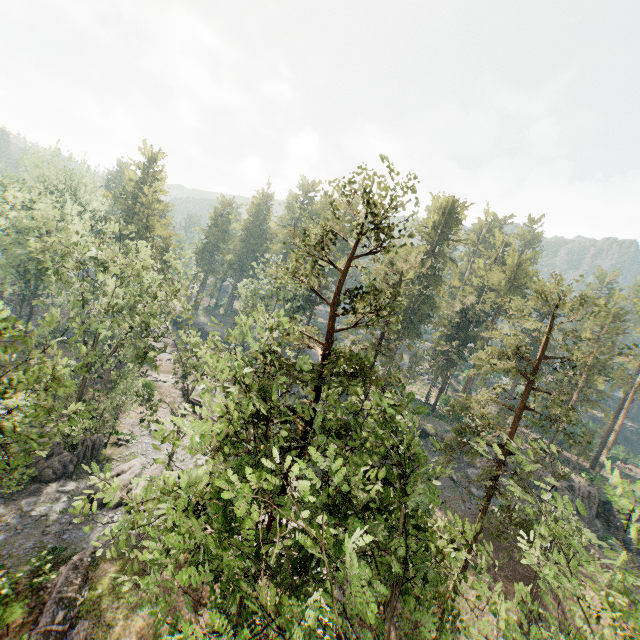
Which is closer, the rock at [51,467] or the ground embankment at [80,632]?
the ground embankment at [80,632]

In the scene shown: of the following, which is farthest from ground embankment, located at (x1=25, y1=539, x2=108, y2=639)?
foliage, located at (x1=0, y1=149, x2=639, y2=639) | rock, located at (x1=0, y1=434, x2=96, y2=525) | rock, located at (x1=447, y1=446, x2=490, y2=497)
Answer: rock, located at (x1=447, y1=446, x2=490, y2=497)

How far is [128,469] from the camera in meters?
28.5

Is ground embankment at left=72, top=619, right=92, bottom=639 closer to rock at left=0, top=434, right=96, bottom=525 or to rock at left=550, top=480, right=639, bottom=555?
rock at left=0, top=434, right=96, bottom=525

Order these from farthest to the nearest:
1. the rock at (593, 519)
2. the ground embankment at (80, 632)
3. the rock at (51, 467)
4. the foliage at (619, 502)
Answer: the rock at (593, 519), the rock at (51, 467), the ground embankment at (80, 632), the foliage at (619, 502)

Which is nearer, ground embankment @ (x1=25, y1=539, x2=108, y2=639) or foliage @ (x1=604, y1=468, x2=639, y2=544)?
foliage @ (x1=604, y1=468, x2=639, y2=544)

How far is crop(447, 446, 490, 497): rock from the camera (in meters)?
36.12
